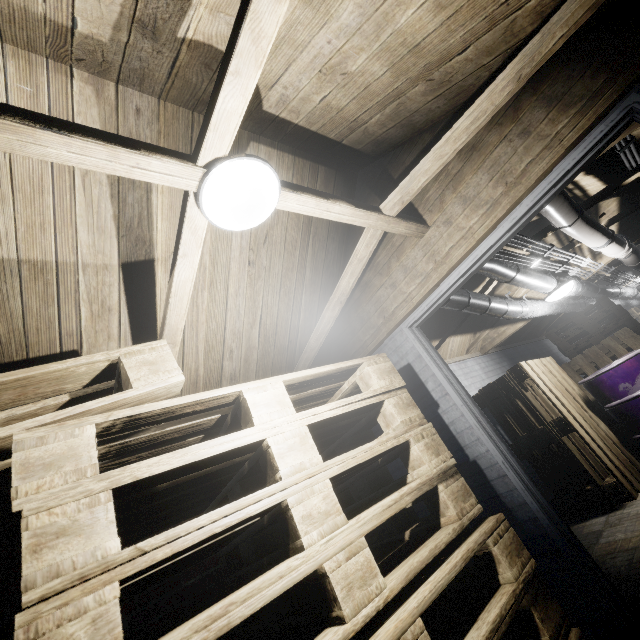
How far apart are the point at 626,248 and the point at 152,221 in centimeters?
433cm

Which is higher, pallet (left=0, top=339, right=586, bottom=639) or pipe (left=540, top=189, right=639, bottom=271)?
pipe (left=540, top=189, right=639, bottom=271)

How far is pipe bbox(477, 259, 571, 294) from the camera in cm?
253

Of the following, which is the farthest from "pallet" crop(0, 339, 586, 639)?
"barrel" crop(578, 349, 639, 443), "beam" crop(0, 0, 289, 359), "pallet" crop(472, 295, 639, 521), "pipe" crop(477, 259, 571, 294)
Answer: "barrel" crop(578, 349, 639, 443)

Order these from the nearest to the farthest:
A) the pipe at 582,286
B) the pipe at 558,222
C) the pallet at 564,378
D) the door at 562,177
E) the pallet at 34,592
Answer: the pallet at 34,592
the door at 562,177
the pipe at 558,222
the pallet at 564,378
the pipe at 582,286

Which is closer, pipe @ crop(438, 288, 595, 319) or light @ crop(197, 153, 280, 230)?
light @ crop(197, 153, 280, 230)

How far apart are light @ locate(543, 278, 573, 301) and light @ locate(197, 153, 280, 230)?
3.26m

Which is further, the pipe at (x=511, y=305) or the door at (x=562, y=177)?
the pipe at (x=511, y=305)
